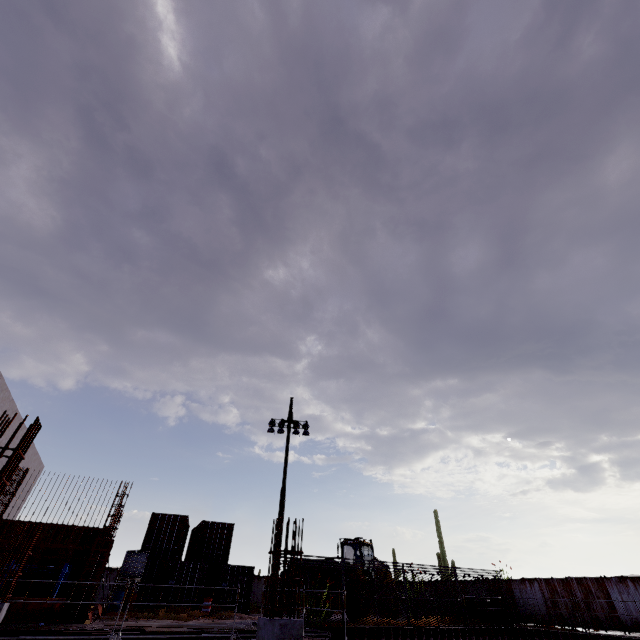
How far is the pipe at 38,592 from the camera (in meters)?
12.05

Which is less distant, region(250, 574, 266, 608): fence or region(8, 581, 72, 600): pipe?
region(8, 581, 72, 600): pipe

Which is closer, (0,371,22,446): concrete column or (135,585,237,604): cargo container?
(135,585,237,604): cargo container

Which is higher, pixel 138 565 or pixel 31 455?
pixel 31 455

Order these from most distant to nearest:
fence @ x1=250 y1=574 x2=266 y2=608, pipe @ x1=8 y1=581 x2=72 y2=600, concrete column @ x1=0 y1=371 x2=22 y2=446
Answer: fence @ x1=250 y1=574 x2=266 y2=608
concrete column @ x1=0 y1=371 x2=22 y2=446
pipe @ x1=8 y1=581 x2=72 y2=600

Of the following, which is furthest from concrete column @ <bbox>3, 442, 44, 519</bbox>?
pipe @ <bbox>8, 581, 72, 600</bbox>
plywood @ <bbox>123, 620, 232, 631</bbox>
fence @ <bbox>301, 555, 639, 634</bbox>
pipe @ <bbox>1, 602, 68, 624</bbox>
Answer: fence @ <bbox>301, 555, 639, 634</bbox>

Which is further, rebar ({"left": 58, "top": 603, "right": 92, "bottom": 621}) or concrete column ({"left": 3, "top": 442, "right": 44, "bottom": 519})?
concrete column ({"left": 3, "top": 442, "right": 44, "bottom": 519})

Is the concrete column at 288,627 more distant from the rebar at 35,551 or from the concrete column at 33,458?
the concrete column at 33,458
